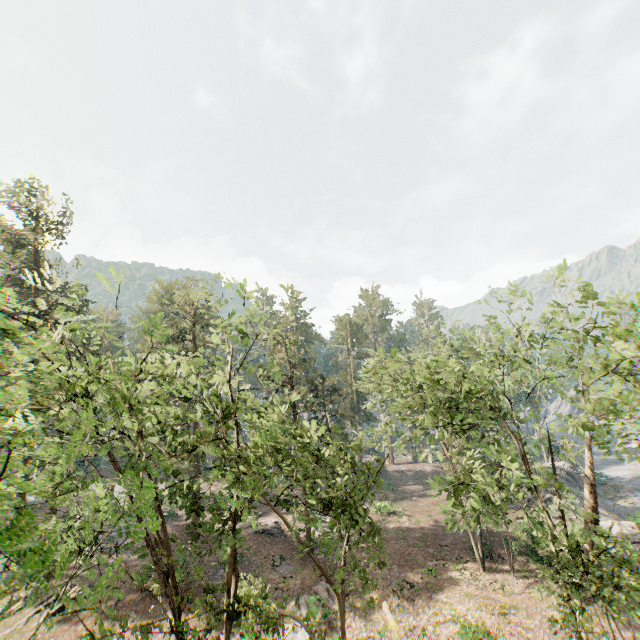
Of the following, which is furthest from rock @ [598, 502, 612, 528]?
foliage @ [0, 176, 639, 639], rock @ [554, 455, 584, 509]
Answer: foliage @ [0, 176, 639, 639]

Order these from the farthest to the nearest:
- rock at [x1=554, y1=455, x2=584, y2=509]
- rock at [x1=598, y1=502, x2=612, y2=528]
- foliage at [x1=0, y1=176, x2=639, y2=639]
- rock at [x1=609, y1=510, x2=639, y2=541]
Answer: rock at [x1=554, y1=455, x2=584, y2=509] → rock at [x1=598, y1=502, x2=612, y2=528] → rock at [x1=609, y1=510, x2=639, y2=541] → foliage at [x1=0, y1=176, x2=639, y2=639]

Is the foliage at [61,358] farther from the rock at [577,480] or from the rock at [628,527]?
the rock at [577,480]

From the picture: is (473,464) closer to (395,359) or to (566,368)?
(566,368)

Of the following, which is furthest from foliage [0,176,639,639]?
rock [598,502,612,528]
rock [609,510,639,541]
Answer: rock [598,502,612,528]

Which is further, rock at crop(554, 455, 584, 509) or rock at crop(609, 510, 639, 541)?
rock at crop(554, 455, 584, 509)

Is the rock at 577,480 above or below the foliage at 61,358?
below

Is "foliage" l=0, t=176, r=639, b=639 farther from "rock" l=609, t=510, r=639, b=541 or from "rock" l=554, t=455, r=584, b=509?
"rock" l=554, t=455, r=584, b=509
